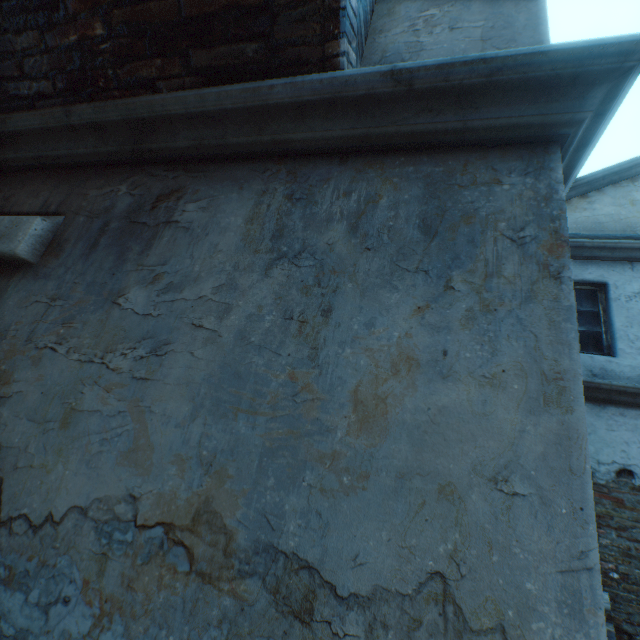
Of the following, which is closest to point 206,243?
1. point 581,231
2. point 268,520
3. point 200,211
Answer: point 200,211
